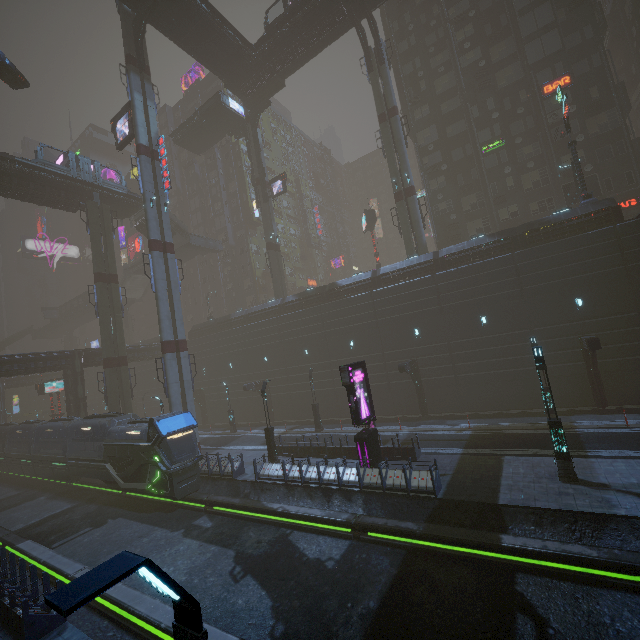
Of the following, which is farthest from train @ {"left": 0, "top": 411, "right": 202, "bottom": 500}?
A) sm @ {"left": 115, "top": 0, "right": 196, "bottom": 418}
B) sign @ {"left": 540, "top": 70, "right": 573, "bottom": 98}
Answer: sign @ {"left": 540, "top": 70, "right": 573, "bottom": 98}

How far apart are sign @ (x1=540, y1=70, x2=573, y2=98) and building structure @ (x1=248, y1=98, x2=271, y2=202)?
30.3 meters

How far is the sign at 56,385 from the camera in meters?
41.2

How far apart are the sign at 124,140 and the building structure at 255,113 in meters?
15.2

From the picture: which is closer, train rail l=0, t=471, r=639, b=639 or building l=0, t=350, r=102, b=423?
train rail l=0, t=471, r=639, b=639

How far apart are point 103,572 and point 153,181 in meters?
33.3

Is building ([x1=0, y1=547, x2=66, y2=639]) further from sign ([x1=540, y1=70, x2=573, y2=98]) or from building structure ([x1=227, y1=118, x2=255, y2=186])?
building structure ([x1=227, y1=118, x2=255, y2=186])

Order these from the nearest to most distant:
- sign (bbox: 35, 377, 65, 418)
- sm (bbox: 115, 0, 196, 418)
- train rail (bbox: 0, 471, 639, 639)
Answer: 1. train rail (bbox: 0, 471, 639, 639)
2. sm (bbox: 115, 0, 196, 418)
3. sign (bbox: 35, 377, 65, 418)
